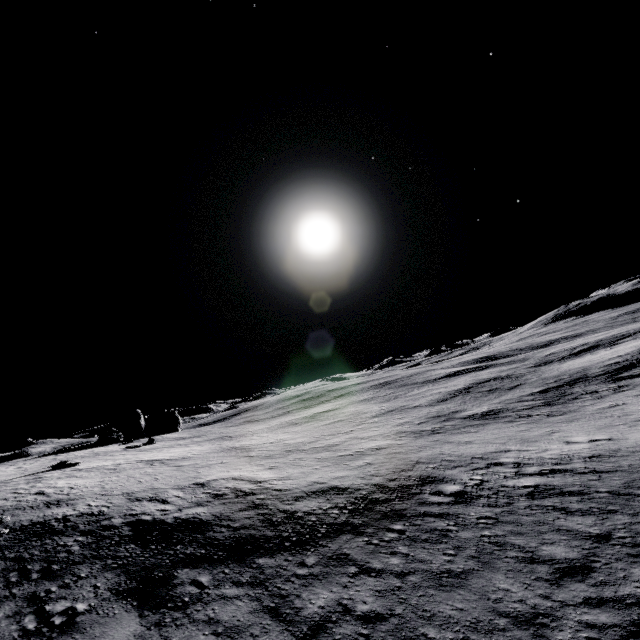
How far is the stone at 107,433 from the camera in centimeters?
4417cm

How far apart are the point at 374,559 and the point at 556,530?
6.8m

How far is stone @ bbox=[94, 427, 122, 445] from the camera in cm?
4417
